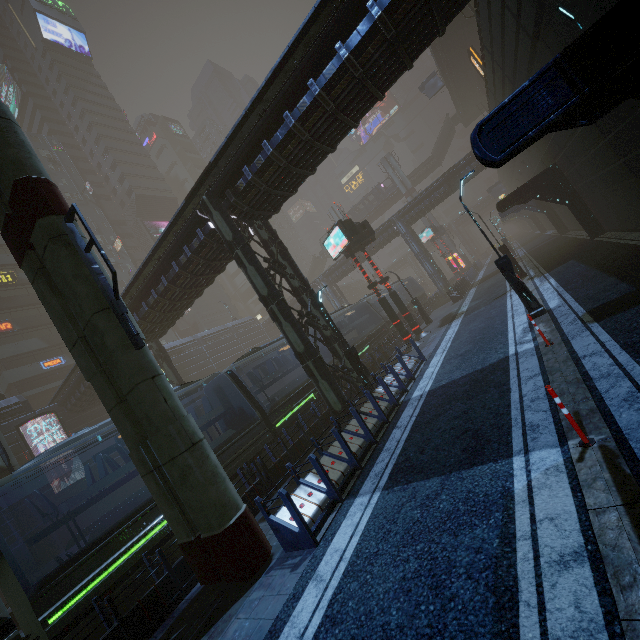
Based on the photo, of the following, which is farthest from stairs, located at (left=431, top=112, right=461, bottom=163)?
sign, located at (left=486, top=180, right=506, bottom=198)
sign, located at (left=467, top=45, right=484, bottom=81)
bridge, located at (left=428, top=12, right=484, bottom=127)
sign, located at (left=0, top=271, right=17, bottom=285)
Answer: sign, located at (left=0, top=271, right=17, bottom=285)

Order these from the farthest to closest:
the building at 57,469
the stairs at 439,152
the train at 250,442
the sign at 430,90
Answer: the stairs at 439,152 < the sign at 430,90 < the building at 57,469 < the train at 250,442

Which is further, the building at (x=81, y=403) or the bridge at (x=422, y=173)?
the bridge at (x=422, y=173)

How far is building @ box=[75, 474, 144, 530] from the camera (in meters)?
26.27

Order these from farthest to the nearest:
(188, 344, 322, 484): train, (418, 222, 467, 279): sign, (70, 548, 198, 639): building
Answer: (418, 222, 467, 279): sign < (188, 344, 322, 484): train < (70, 548, 198, 639): building

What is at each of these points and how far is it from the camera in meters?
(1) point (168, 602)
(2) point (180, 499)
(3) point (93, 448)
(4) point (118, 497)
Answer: (1) building, 7.5 m
(2) sm, 7.4 m
(3) building, 29.1 m
(4) building, 28.6 m

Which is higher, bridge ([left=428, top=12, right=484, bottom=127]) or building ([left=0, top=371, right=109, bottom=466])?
bridge ([left=428, top=12, right=484, bottom=127])

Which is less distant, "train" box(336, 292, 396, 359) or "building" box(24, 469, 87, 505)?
"train" box(336, 292, 396, 359)
